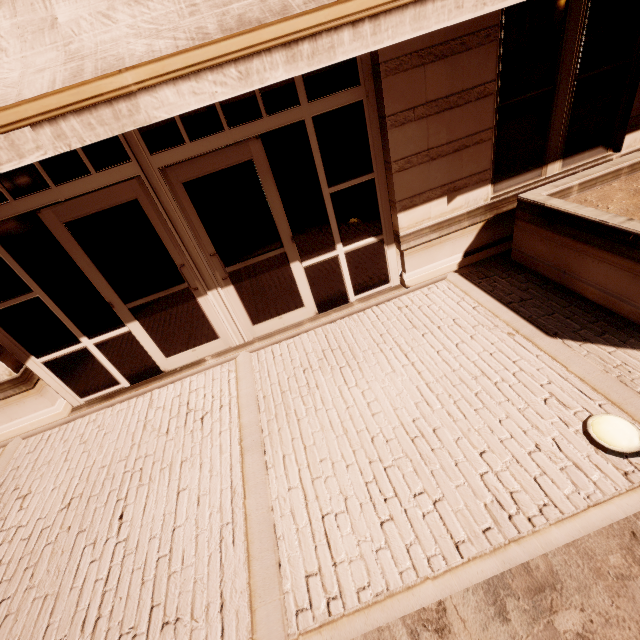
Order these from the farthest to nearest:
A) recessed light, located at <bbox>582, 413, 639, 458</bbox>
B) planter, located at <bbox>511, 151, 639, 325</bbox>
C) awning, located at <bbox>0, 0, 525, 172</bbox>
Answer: planter, located at <bbox>511, 151, 639, 325</bbox>
recessed light, located at <bbox>582, 413, 639, 458</bbox>
awning, located at <bbox>0, 0, 525, 172</bbox>

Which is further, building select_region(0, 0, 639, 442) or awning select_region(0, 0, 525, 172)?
building select_region(0, 0, 639, 442)

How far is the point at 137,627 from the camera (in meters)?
2.51

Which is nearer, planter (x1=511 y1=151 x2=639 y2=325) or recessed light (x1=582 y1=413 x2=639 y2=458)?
recessed light (x1=582 y1=413 x2=639 y2=458)

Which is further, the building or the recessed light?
the building

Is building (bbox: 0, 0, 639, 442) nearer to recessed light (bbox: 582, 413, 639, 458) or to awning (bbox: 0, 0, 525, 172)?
awning (bbox: 0, 0, 525, 172)

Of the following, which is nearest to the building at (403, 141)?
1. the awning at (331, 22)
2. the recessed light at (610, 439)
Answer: the awning at (331, 22)

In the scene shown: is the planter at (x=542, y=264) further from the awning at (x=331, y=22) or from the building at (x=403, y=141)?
the awning at (x=331, y=22)
